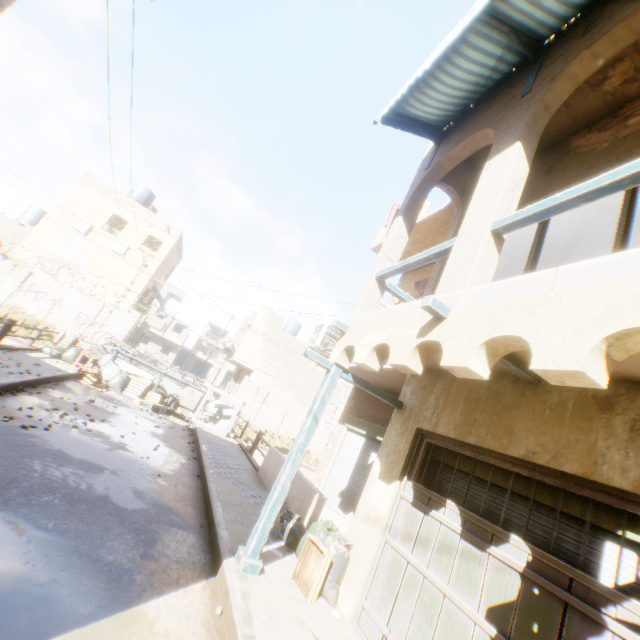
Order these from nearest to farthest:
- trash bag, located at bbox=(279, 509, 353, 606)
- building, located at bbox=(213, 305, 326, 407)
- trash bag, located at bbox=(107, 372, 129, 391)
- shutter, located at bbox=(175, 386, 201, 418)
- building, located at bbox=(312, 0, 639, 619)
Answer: building, located at bbox=(312, 0, 639, 619), trash bag, located at bbox=(279, 509, 353, 606), trash bag, located at bbox=(107, 372, 129, 391), shutter, located at bbox=(175, 386, 201, 418), building, located at bbox=(213, 305, 326, 407)

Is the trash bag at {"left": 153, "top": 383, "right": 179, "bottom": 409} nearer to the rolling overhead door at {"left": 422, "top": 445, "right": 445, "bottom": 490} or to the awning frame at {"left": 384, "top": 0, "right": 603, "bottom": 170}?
the rolling overhead door at {"left": 422, "top": 445, "right": 445, "bottom": 490}

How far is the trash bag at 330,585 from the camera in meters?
4.8

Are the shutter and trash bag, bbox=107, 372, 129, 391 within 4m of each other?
yes

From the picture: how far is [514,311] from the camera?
A: 2.7 meters

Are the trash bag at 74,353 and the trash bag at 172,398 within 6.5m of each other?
yes

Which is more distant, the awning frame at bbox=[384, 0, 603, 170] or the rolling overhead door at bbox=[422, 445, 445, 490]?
the rolling overhead door at bbox=[422, 445, 445, 490]

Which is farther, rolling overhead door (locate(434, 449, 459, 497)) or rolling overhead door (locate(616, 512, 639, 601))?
rolling overhead door (locate(434, 449, 459, 497))
